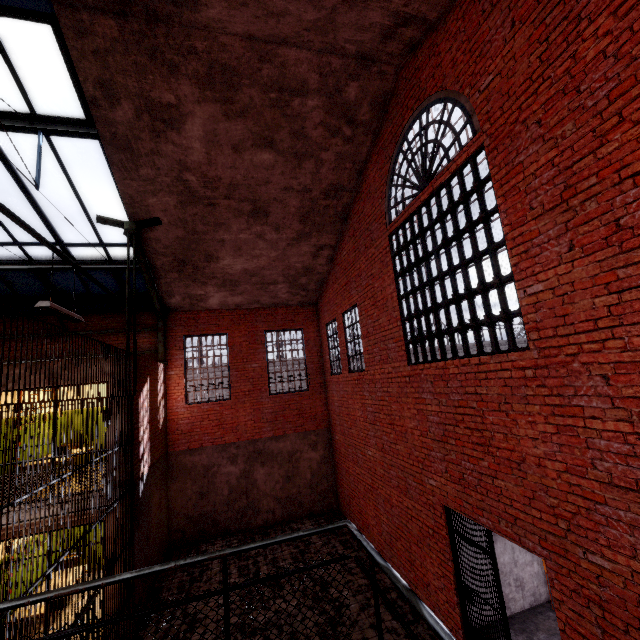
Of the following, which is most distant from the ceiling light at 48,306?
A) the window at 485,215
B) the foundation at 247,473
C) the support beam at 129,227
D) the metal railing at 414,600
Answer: the foundation at 247,473

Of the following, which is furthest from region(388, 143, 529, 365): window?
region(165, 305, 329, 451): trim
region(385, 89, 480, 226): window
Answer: region(165, 305, 329, 451): trim

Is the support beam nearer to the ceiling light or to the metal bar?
the ceiling light

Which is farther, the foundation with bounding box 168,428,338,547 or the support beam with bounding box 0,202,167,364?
the foundation with bounding box 168,428,338,547

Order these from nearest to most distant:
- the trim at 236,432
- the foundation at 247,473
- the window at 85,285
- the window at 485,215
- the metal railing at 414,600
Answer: the metal railing at 414,600, the window at 485,215, the window at 85,285, the foundation at 247,473, the trim at 236,432

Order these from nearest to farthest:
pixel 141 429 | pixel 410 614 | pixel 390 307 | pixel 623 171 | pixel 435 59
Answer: pixel 623 171 → pixel 435 59 → pixel 410 614 → pixel 390 307 → pixel 141 429

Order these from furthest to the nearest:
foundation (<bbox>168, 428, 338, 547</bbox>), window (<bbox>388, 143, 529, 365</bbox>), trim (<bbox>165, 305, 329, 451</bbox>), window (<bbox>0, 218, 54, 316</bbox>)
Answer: trim (<bbox>165, 305, 329, 451</bbox>)
foundation (<bbox>168, 428, 338, 547</bbox>)
window (<bbox>0, 218, 54, 316</bbox>)
window (<bbox>388, 143, 529, 365</bbox>)

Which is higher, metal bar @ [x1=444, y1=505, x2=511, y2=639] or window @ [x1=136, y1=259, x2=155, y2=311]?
window @ [x1=136, y1=259, x2=155, y2=311]
